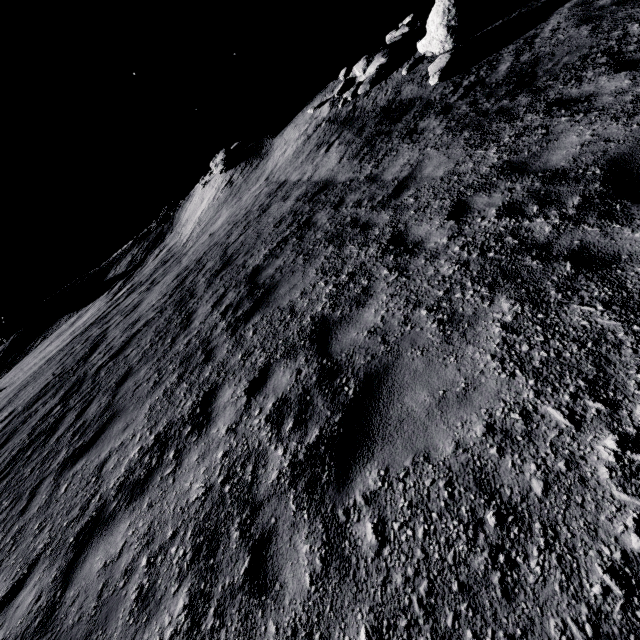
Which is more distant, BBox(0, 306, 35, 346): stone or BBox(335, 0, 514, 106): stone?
BBox(0, 306, 35, 346): stone

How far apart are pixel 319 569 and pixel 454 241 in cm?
417

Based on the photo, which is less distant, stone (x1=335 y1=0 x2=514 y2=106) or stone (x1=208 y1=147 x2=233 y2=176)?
stone (x1=335 y1=0 x2=514 y2=106)

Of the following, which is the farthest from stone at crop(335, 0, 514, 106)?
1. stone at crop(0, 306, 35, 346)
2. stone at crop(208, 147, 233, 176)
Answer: stone at crop(0, 306, 35, 346)

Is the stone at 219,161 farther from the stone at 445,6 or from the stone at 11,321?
the stone at 11,321

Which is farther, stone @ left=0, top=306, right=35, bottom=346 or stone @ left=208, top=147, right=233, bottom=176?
stone @ left=0, top=306, right=35, bottom=346

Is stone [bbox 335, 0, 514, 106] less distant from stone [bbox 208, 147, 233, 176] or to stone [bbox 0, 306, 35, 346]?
stone [bbox 208, 147, 233, 176]
